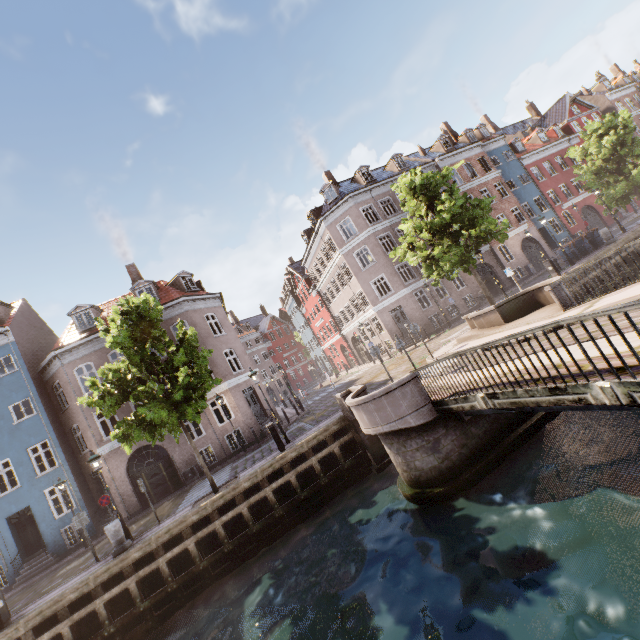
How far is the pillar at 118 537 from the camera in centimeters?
1148cm

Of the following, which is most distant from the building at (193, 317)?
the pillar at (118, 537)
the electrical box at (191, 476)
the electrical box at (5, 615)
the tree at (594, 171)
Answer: the electrical box at (5, 615)

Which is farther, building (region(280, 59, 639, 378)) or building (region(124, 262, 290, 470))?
building (region(280, 59, 639, 378))

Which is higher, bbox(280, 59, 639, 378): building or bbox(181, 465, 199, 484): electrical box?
bbox(280, 59, 639, 378): building

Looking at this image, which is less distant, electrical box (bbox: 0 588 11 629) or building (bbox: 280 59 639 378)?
electrical box (bbox: 0 588 11 629)

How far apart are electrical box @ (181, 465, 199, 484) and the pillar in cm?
736

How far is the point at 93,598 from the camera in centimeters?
1043cm
